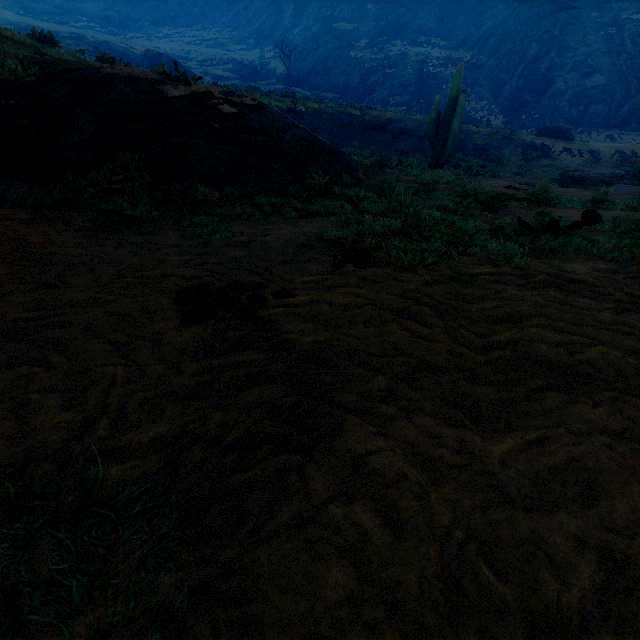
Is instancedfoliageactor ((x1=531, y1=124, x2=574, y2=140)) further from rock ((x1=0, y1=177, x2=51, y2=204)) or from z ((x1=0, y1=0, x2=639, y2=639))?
rock ((x1=0, y1=177, x2=51, y2=204))

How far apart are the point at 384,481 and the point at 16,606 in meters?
1.0

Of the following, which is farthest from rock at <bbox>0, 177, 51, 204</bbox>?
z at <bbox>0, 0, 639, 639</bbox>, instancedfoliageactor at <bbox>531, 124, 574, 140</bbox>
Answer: instancedfoliageactor at <bbox>531, 124, 574, 140</bbox>

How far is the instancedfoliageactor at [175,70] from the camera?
7.3m

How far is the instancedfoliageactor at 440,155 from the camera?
13.8 meters

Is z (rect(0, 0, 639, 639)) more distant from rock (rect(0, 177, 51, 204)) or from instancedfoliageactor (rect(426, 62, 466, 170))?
instancedfoliageactor (rect(426, 62, 466, 170))

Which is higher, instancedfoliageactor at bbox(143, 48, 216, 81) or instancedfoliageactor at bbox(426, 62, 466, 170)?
instancedfoliageactor at bbox(143, 48, 216, 81)

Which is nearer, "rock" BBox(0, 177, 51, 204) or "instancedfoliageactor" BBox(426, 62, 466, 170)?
"rock" BBox(0, 177, 51, 204)
